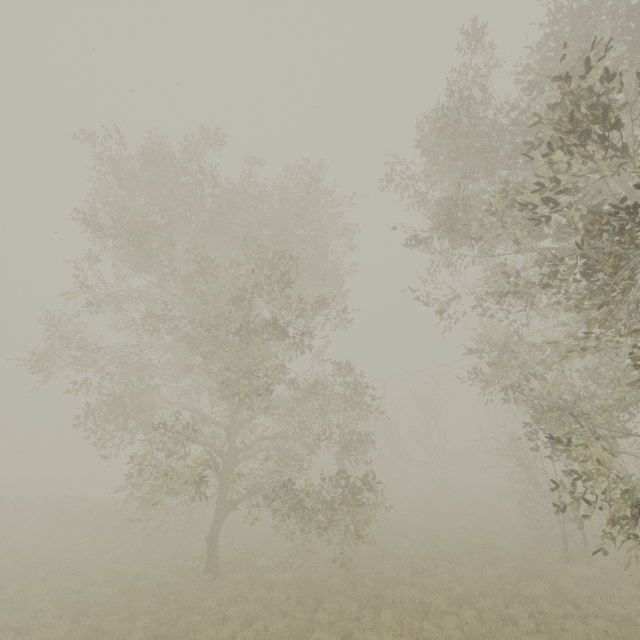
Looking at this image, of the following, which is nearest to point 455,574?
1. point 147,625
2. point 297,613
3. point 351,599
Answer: point 351,599
